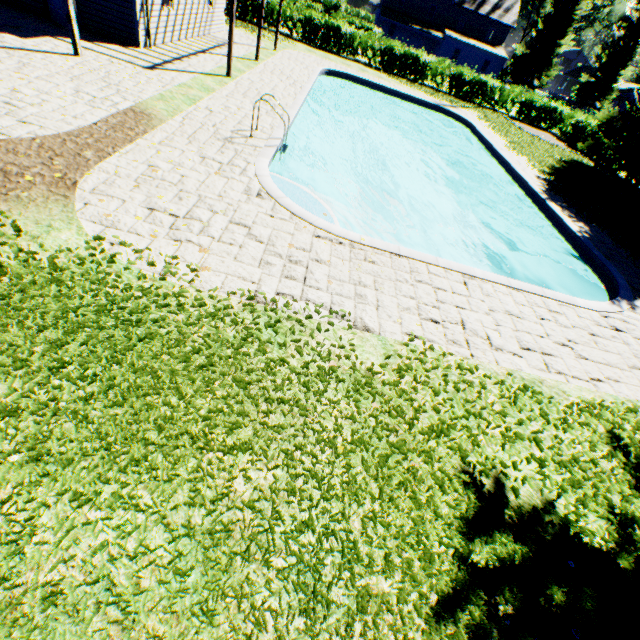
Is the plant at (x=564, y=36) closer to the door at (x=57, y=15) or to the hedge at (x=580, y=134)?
the hedge at (x=580, y=134)

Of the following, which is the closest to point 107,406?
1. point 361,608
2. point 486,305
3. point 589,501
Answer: point 361,608

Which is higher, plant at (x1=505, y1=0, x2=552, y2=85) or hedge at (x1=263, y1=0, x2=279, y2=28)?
plant at (x1=505, y1=0, x2=552, y2=85)

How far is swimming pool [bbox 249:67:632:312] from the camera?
6.9m

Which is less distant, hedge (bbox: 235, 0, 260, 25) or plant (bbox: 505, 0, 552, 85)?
hedge (bbox: 235, 0, 260, 25)

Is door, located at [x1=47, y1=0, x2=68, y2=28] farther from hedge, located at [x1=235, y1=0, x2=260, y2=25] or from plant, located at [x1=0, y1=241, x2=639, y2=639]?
hedge, located at [x1=235, y1=0, x2=260, y2=25]

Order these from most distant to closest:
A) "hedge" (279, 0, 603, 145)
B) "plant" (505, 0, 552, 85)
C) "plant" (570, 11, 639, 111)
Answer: "plant" (570, 11, 639, 111) → "plant" (505, 0, 552, 85) → "hedge" (279, 0, 603, 145)

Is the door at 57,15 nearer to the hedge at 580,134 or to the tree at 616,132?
the hedge at 580,134
